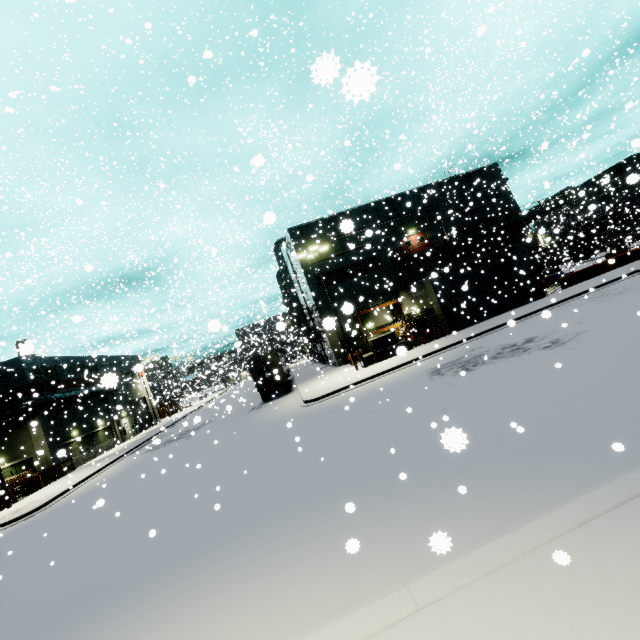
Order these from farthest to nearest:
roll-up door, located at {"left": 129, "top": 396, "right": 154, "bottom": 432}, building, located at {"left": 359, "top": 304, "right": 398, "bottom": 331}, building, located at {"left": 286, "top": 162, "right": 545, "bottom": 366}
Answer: roll-up door, located at {"left": 129, "top": 396, "right": 154, "bottom": 432}
building, located at {"left": 359, "top": 304, "right": 398, "bottom": 331}
building, located at {"left": 286, "top": 162, "right": 545, "bottom": 366}

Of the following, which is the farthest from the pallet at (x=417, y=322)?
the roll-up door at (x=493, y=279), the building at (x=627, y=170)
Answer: the roll-up door at (x=493, y=279)

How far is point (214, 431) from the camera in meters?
22.4

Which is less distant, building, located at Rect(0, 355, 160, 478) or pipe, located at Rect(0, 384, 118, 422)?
pipe, located at Rect(0, 384, 118, 422)

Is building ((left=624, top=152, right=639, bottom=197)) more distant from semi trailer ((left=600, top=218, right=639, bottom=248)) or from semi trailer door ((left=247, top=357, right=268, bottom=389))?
semi trailer door ((left=247, top=357, right=268, bottom=389))

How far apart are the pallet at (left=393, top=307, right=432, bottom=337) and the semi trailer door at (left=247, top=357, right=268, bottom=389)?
11.6m

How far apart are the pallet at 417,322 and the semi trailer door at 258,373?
11.64m

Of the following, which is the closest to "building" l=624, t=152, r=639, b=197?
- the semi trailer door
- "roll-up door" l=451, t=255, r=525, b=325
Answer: "roll-up door" l=451, t=255, r=525, b=325
